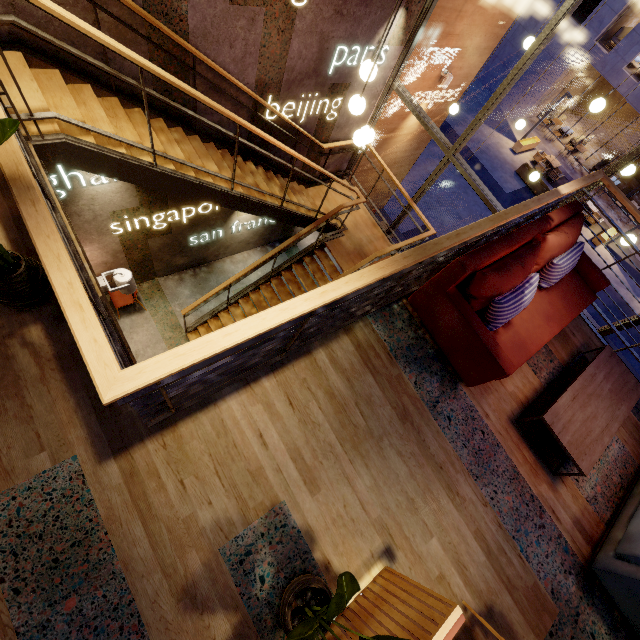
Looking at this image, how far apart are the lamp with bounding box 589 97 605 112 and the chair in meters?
8.7

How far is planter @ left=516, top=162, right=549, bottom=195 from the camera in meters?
16.1 m

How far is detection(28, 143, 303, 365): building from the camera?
4.9m

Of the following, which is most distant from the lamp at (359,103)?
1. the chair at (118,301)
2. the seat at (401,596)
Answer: the chair at (118,301)

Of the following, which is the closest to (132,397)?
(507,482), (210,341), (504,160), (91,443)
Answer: (210,341)

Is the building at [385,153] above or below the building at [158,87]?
below

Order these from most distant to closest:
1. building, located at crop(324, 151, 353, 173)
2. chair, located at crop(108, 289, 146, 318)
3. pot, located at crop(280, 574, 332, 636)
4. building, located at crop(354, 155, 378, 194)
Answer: building, located at crop(354, 155, 378, 194)
building, located at crop(324, 151, 353, 173)
chair, located at crop(108, 289, 146, 318)
pot, located at crop(280, 574, 332, 636)

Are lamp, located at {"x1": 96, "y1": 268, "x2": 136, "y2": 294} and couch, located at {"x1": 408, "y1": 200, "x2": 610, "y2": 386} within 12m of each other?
yes
